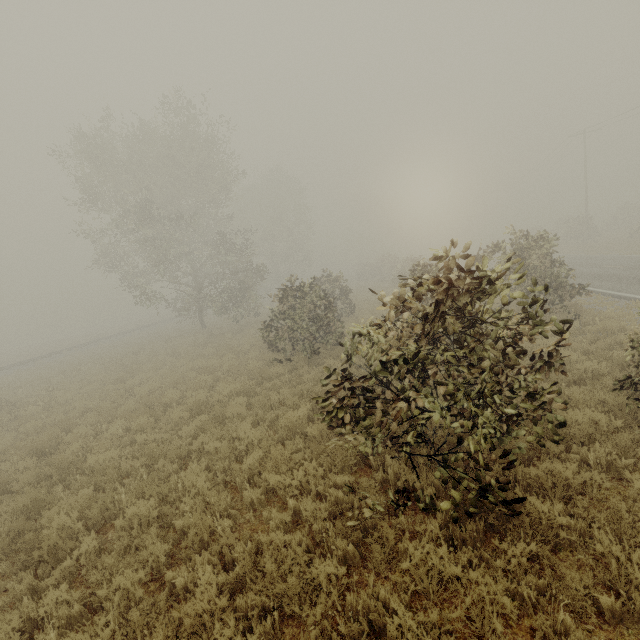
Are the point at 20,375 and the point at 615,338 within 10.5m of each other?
no
